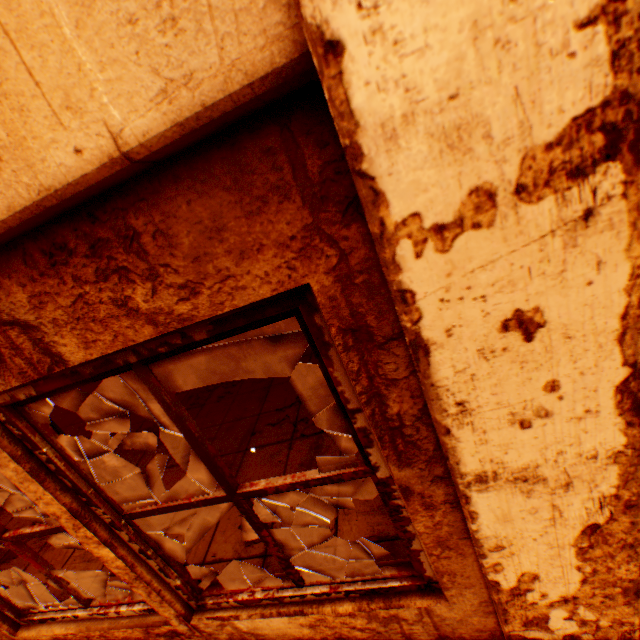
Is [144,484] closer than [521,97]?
No
